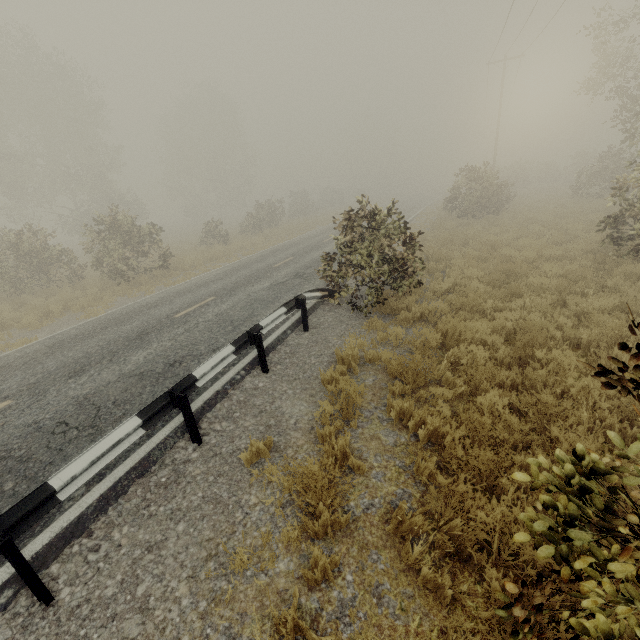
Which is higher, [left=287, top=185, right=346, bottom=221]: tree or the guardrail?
[left=287, top=185, right=346, bottom=221]: tree

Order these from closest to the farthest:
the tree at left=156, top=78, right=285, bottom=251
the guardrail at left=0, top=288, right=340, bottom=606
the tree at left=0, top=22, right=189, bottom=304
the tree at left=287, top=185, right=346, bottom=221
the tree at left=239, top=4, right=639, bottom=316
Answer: the guardrail at left=0, top=288, right=340, bottom=606, the tree at left=239, top=4, right=639, bottom=316, the tree at left=0, top=22, right=189, bottom=304, the tree at left=156, top=78, right=285, bottom=251, the tree at left=287, top=185, right=346, bottom=221

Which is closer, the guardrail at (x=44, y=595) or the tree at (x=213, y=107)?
the guardrail at (x=44, y=595)

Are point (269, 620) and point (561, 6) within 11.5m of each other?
no

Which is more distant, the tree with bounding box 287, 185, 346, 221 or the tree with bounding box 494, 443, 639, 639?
the tree with bounding box 287, 185, 346, 221

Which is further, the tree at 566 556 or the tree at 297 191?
the tree at 297 191

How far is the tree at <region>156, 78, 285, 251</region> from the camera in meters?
28.9 m
